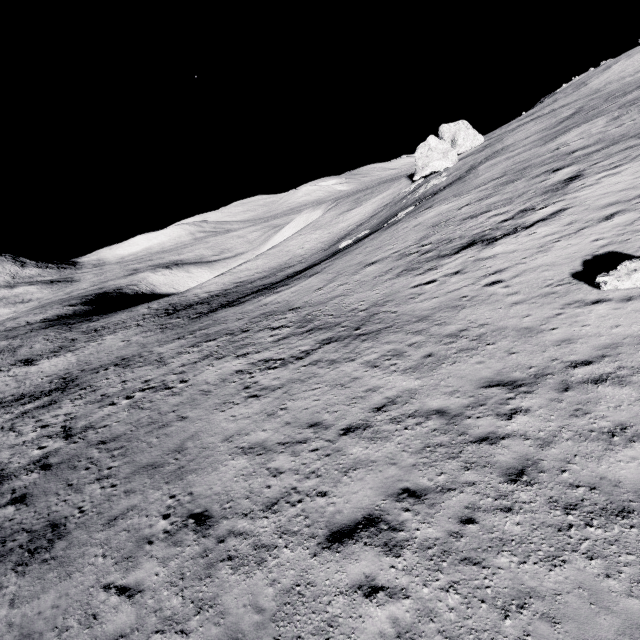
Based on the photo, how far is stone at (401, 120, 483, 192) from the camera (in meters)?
51.31

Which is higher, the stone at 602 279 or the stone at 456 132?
the stone at 456 132

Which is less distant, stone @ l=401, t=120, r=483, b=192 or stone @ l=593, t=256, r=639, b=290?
stone @ l=593, t=256, r=639, b=290

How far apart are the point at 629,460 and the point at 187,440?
13.26m

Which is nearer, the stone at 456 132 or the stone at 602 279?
the stone at 602 279

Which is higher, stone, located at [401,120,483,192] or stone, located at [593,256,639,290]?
stone, located at [401,120,483,192]
